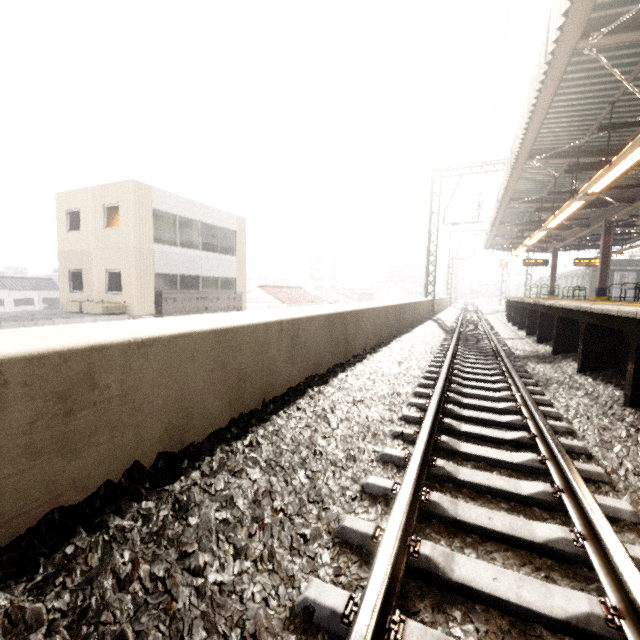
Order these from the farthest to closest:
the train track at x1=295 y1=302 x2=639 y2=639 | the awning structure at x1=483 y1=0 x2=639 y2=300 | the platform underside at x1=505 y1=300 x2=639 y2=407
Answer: the awning structure at x1=483 y1=0 x2=639 y2=300 < the platform underside at x1=505 y1=300 x2=639 y2=407 < the train track at x1=295 y1=302 x2=639 y2=639

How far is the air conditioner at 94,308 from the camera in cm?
1391

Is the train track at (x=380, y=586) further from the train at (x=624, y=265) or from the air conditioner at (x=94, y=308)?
the train at (x=624, y=265)

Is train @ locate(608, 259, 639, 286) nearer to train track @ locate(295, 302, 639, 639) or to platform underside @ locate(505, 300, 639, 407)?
platform underside @ locate(505, 300, 639, 407)

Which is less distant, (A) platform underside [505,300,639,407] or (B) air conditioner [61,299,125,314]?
(A) platform underside [505,300,639,407]

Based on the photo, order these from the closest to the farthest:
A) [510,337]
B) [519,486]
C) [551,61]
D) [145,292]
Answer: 1. [519,486]
2. [551,61]
3. [510,337]
4. [145,292]

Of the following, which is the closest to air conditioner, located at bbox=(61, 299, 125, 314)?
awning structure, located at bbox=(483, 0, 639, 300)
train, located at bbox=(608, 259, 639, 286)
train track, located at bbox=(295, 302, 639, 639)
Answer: train track, located at bbox=(295, 302, 639, 639)

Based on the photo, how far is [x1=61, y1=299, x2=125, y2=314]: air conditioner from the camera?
13.91m
